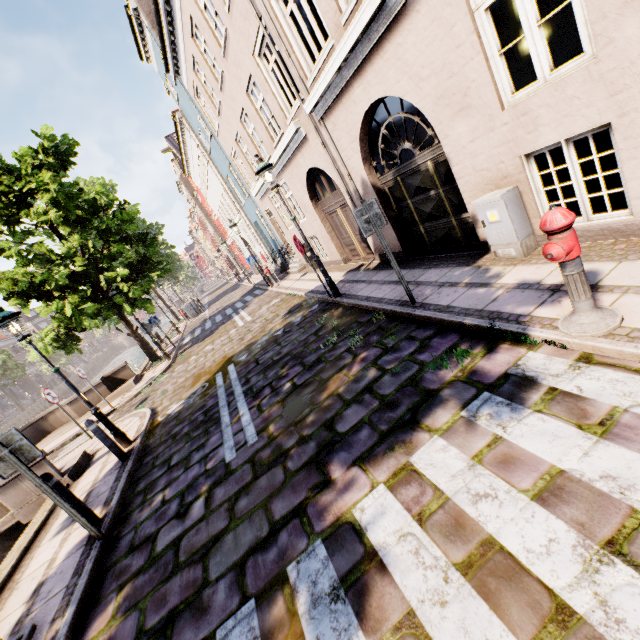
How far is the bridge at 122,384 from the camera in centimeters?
1268cm

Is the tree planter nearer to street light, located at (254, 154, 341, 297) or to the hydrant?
the hydrant

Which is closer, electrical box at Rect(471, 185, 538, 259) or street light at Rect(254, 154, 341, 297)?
electrical box at Rect(471, 185, 538, 259)

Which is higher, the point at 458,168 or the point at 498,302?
the point at 458,168

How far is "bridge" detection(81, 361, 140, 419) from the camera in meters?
12.7 m

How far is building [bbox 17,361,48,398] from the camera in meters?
55.2 m

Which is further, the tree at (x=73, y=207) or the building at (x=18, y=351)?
the building at (x=18, y=351)

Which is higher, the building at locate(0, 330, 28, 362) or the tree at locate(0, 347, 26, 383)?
the building at locate(0, 330, 28, 362)
